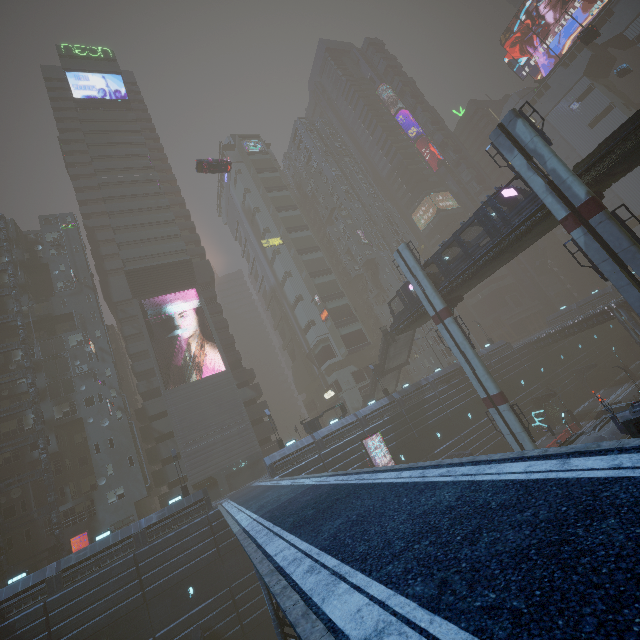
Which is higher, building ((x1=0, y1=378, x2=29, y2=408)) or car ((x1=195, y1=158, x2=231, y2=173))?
car ((x1=195, y1=158, x2=231, y2=173))

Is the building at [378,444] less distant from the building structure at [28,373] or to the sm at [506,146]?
the building structure at [28,373]

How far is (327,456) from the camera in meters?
34.6

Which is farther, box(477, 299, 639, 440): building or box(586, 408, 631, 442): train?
box(477, 299, 639, 440): building

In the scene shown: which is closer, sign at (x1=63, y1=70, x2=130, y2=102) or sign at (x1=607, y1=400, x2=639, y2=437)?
sign at (x1=607, y1=400, x2=639, y2=437)

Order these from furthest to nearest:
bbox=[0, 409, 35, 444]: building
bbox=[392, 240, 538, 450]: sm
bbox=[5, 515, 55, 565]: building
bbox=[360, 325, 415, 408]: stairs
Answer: bbox=[360, 325, 415, 408]: stairs
bbox=[0, 409, 35, 444]: building
bbox=[5, 515, 55, 565]: building
bbox=[392, 240, 538, 450]: sm

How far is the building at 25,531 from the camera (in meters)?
33.12

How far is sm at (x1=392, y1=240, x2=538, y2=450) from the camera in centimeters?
2802cm
